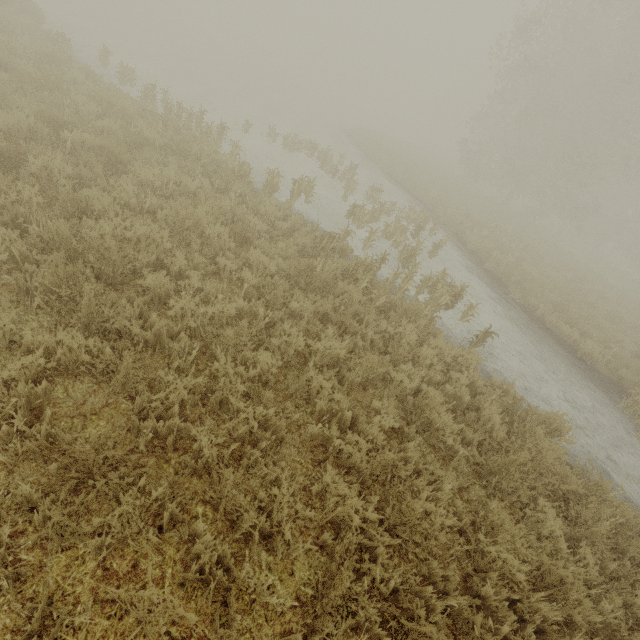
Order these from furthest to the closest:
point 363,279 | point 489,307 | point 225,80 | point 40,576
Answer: point 225,80, point 489,307, point 363,279, point 40,576
